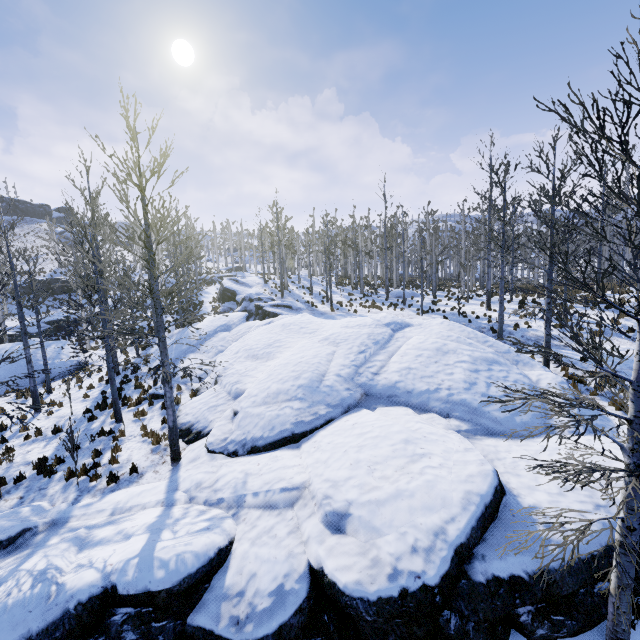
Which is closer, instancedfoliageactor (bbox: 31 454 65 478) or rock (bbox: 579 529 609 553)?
rock (bbox: 579 529 609 553)

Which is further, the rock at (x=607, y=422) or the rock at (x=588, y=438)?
the rock at (x=607, y=422)

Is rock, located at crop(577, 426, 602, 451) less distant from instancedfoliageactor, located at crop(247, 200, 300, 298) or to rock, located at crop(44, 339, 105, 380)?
instancedfoliageactor, located at crop(247, 200, 300, 298)

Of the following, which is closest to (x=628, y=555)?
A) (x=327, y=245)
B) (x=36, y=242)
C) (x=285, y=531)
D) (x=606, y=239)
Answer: (x=606, y=239)

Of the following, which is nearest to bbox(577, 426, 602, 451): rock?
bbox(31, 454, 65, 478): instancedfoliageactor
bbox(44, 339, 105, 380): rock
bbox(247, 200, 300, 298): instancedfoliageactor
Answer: bbox(31, 454, 65, 478): instancedfoliageactor

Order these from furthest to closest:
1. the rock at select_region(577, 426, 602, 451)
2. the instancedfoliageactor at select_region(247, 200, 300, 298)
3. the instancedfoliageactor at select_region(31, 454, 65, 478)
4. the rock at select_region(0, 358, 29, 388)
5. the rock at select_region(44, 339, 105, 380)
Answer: the instancedfoliageactor at select_region(247, 200, 300, 298), the rock at select_region(44, 339, 105, 380), the rock at select_region(0, 358, 29, 388), the instancedfoliageactor at select_region(31, 454, 65, 478), the rock at select_region(577, 426, 602, 451)

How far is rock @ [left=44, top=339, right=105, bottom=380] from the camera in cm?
1969

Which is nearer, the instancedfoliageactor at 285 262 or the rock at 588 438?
the rock at 588 438
